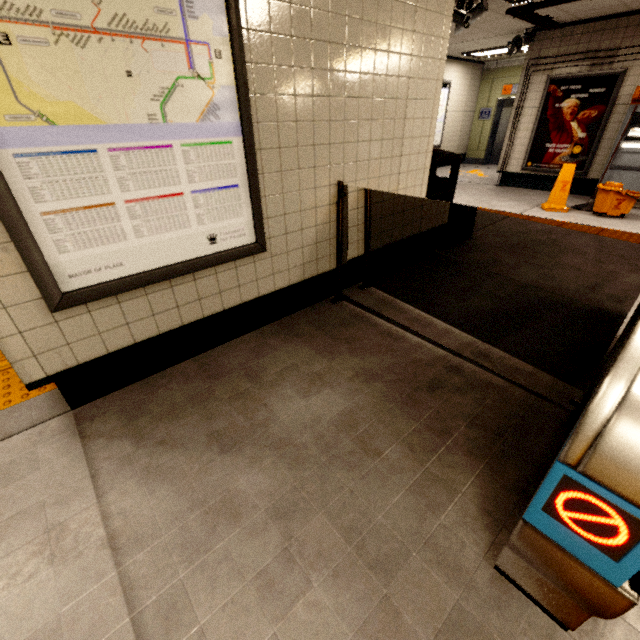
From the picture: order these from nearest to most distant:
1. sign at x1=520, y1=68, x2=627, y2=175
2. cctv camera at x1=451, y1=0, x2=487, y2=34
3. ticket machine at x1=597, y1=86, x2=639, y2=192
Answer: cctv camera at x1=451, y1=0, x2=487, y2=34
ticket machine at x1=597, y1=86, x2=639, y2=192
sign at x1=520, y1=68, x2=627, y2=175

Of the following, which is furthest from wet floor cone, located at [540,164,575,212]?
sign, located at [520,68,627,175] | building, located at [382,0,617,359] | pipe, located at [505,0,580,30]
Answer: building, located at [382,0,617,359]

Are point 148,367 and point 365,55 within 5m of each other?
yes

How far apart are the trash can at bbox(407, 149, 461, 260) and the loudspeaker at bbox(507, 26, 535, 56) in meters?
5.1 m

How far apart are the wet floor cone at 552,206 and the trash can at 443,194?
3.2 meters

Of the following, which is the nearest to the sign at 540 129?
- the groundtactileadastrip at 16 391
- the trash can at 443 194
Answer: the trash can at 443 194

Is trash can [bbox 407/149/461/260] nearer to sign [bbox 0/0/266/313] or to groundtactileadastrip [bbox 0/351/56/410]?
sign [bbox 0/0/266/313]

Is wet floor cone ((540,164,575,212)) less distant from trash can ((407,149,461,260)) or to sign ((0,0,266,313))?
trash can ((407,149,461,260))
